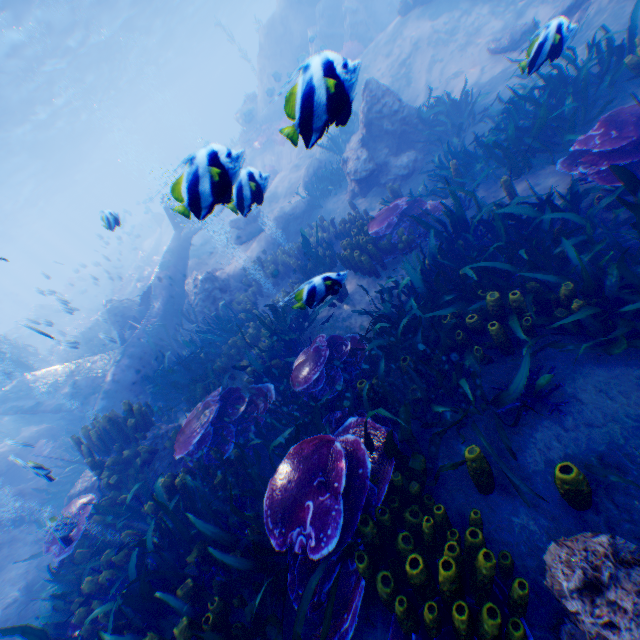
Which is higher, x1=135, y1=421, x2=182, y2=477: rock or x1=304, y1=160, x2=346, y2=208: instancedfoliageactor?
x1=135, y1=421, x2=182, y2=477: rock

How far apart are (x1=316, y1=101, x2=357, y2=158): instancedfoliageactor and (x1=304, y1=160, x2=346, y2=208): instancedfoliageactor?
0.3 meters

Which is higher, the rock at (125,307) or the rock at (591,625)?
the rock at (125,307)

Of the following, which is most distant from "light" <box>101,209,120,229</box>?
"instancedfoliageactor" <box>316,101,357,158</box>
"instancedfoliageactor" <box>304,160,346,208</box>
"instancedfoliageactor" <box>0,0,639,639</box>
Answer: "instancedfoliageactor" <box>304,160,346,208</box>

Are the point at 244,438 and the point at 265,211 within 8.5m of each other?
no

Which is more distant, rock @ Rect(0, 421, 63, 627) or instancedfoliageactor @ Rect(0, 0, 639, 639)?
rock @ Rect(0, 421, 63, 627)

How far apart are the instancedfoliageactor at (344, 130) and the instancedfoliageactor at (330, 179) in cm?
31

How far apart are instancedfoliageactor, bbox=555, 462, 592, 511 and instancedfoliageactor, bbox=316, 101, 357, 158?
11.4m
